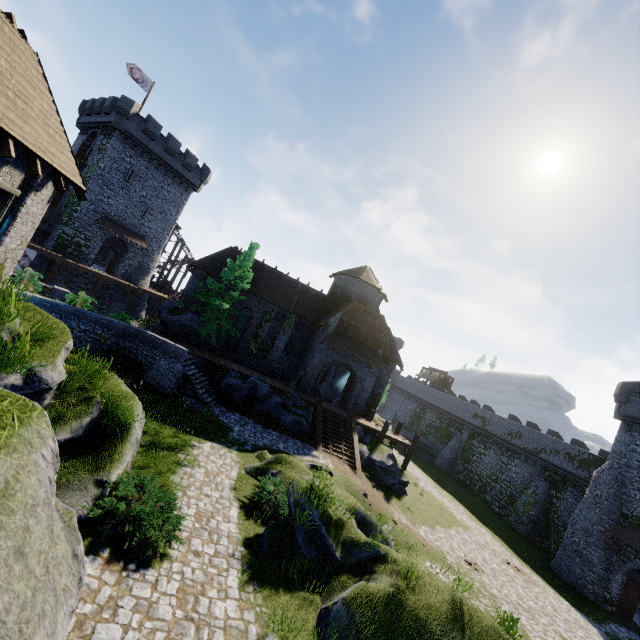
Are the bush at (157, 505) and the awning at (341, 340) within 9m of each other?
no

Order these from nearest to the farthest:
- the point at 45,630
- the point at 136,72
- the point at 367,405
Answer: the point at 45,630 → the point at 367,405 → the point at 136,72

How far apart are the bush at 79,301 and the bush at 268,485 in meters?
13.9

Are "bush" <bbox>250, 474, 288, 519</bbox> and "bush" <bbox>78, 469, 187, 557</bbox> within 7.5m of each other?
yes

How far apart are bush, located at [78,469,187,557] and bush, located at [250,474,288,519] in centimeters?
327cm

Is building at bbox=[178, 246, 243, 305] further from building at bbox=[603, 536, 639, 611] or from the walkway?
building at bbox=[603, 536, 639, 611]

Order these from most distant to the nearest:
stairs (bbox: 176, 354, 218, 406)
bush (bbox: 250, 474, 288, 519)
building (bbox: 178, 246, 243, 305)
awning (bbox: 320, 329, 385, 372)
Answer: building (bbox: 178, 246, 243, 305) < awning (bbox: 320, 329, 385, 372) < stairs (bbox: 176, 354, 218, 406) < bush (bbox: 250, 474, 288, 519)

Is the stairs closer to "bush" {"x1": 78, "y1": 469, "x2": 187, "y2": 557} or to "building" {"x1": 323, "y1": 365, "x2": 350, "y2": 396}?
"building" {"x1": 323, "y1": 365, "x2": 350, "y2": 396}
